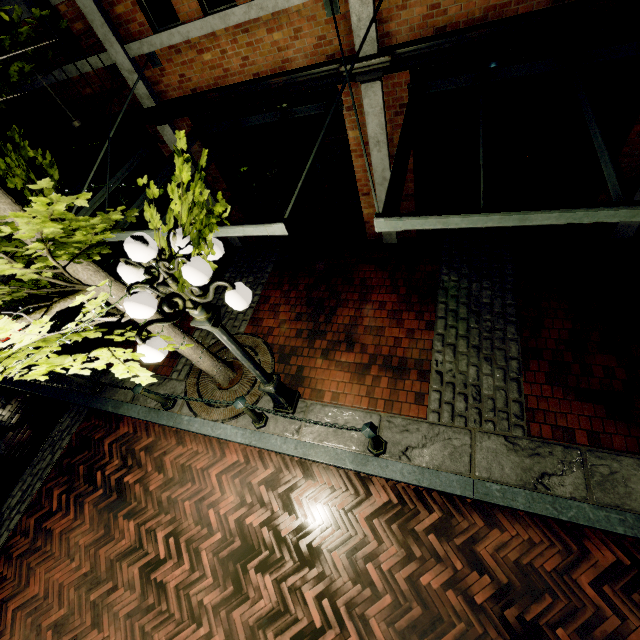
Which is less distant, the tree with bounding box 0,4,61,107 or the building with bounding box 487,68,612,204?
the tree with bounding box 0,4,61,107

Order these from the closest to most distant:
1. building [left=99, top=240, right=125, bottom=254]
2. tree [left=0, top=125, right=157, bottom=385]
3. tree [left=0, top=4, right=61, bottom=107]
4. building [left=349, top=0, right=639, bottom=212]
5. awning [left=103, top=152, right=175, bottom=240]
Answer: tree [left=0, top=125, right=157, bottom=385], tree [left=0, top=4, right=61, bottom=107], building [left=349, top=0, right=639, bottom=212], awning [left=103, top=152, right=175, bottom=240], building [left=99, top=240, right=125, bottom=254]

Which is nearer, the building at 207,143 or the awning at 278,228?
the awning at 278,228

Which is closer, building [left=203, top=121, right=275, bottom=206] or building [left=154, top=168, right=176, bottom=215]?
building [left=203, top=121, right=275, bottom=206]

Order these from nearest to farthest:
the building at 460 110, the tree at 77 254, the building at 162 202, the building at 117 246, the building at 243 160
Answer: the tree at 77 254
the building at 460 110
the building at 243 160
the building at 162 202
the building at 117 246

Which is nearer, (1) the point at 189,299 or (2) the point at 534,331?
(1) the point at 189,299
